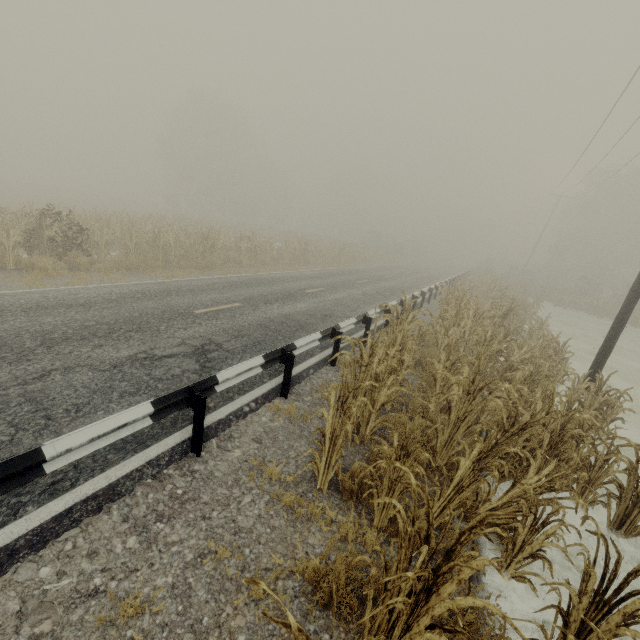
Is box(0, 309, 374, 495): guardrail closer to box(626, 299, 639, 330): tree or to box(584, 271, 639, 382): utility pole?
box(626, 299, 639, 330): tree

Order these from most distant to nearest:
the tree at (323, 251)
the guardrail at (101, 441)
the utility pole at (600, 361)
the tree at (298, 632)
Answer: the tree at (323, 251) → the utility pole at (600, 361) → the guardrail at (101, 441) → the tree at (298, 632)

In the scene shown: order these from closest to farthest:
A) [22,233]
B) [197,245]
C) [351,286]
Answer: [22,233], [197,245], [351,286]

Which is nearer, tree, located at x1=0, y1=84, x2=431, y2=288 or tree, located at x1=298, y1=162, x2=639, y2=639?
tree, located at x1=298, y1=162, x2=639, y2=639

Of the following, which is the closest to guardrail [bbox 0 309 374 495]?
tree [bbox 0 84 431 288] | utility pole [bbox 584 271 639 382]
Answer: tree [bbox 0 84 431 288]

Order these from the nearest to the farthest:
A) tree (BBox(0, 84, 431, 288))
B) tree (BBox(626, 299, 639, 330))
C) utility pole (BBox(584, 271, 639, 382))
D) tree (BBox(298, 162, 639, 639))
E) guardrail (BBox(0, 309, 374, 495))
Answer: tree (BBox(298, 162, 639, 639)) → guardrail (BBox(0, 309, 374, 495)) → utility pole (BBox(584, 271, 639, 382)) → tree (BBox(0, 84, 431, 288)) → tree (BBox(626, 299, 639, 330))

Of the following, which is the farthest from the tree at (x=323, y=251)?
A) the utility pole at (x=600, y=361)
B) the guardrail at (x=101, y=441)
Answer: the guardrail at (x=101, y=441)
